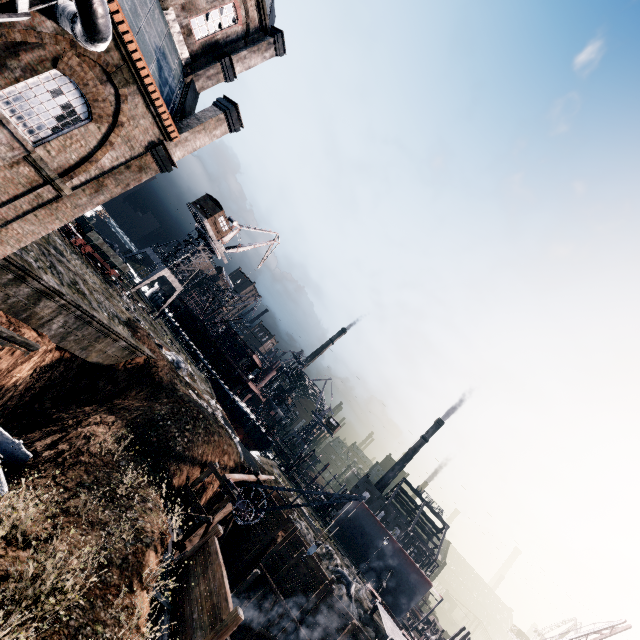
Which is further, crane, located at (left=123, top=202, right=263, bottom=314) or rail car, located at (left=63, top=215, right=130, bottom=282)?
crane, located at (left=123, top=202, right=263, bottom=314)

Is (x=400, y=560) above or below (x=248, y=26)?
below

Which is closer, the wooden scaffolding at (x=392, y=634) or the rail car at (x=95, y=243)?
the wooden scaffolding at (x=392, y=634)

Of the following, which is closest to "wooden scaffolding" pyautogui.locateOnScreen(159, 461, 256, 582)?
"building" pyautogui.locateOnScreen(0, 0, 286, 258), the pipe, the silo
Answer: the pipe

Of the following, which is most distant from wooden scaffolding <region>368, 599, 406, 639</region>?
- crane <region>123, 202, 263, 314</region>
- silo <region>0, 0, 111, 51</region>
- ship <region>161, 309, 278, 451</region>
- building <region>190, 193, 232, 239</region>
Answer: building <region>190, 193, 232, 239</region>

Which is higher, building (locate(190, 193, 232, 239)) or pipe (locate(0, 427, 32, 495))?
building (locate(190, 193, 232, 239))

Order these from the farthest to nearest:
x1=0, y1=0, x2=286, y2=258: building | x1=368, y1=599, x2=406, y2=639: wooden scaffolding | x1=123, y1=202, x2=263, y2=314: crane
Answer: x1=123, y1=202, x2=263, y2=314: crane, x1=368, y1=599, x2=406, y2=639: wooden scaffolding, x1=0, y1=0, x2=286, y2=258: building

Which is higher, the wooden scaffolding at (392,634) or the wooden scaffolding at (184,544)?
the wooden scaffolding at (392,634)
